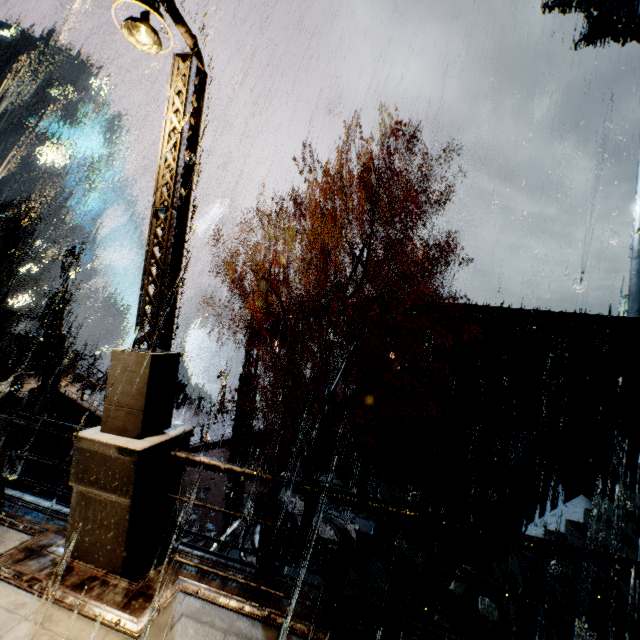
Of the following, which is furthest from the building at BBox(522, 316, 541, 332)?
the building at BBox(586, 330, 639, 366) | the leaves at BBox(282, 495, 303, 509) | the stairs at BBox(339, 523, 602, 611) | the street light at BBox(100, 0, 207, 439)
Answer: the street light at BBox(100, 0, 207, 439)

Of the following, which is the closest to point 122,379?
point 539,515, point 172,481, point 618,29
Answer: point 172,481

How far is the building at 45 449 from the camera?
14.8m

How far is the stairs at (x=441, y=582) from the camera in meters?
6.6

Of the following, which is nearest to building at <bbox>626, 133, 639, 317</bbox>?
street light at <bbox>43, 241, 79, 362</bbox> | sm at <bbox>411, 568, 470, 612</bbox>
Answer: street light at <bbox>43, 241, 79, 362</bbox>

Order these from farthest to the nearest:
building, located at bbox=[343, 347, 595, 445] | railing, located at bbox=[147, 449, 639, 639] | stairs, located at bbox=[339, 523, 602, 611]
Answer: building, located at bbox=[343, 347, 595, 445], stairs, located at bbox=[339, 523, 602, 611], railing, located at bbox=[147, 449, 639, 639]

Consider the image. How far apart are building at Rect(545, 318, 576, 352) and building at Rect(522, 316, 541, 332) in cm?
44

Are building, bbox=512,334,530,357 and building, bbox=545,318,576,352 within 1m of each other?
yes
